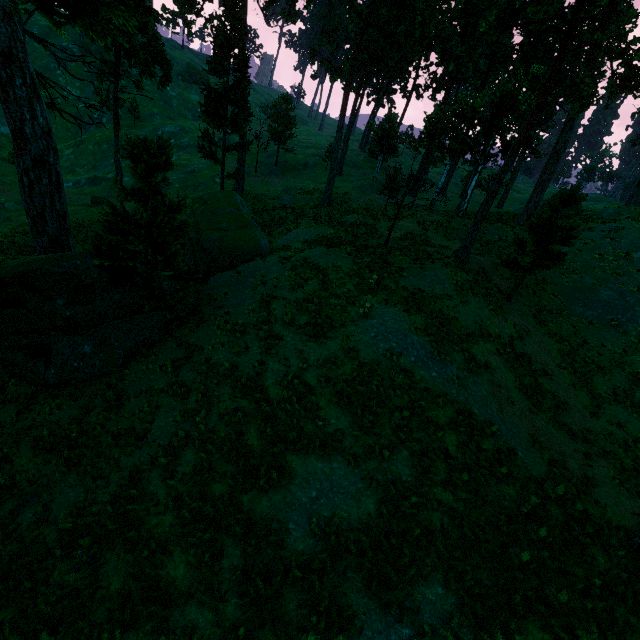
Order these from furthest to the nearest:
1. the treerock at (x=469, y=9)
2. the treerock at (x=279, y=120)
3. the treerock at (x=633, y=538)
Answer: the treerock at (x=279, y=120) < the treerock at (x=469, y=9) < the treerock at (x=633, y=538)

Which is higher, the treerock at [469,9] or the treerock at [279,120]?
the treerock at [469,9]

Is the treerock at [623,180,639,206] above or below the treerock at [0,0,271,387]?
above

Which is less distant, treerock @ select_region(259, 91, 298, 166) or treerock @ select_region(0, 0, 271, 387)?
treerock @ select_region(0, 0, 271, 387)

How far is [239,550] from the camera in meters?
8.3 m

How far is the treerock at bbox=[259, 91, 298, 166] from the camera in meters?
41.7
